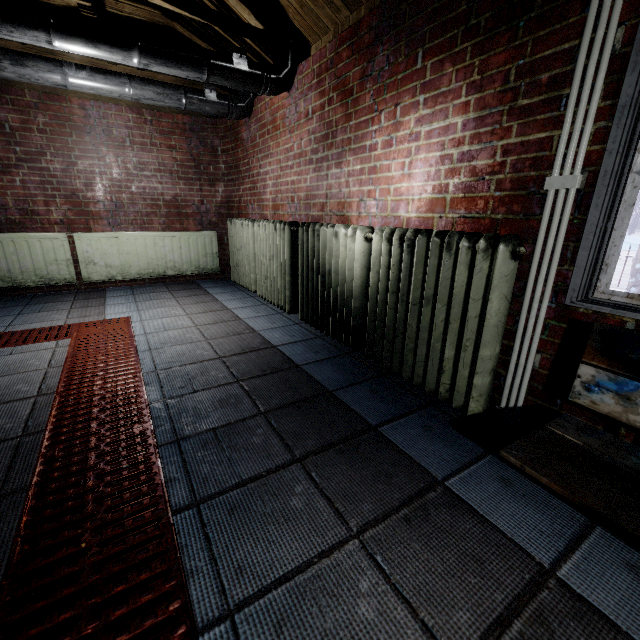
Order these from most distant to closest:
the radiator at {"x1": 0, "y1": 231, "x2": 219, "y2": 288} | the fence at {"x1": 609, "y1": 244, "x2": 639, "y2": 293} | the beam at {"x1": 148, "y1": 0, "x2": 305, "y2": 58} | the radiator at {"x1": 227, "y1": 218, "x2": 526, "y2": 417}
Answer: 1. the fence at {"x1": 609, "y1": 244, "x2": 639, "y2": 293}
2. the radiator at {"x1": 0, "y1": 231, "x2": 219, "y2": 288}
3. the beam at {"x1": 148, "y1": 0, "x2": 305, "y2": 58}
4. the radiator at {"x1": 227, "y1": 218, "x2": 526, "y2": 417}

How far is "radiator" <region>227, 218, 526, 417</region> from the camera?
1.4m

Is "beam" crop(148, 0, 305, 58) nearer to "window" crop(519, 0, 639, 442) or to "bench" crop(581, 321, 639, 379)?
"window" crop(519, 0, 639, 442)

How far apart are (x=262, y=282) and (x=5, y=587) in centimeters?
281cm

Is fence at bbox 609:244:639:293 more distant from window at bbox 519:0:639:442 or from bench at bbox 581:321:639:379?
bench at bbox 581:321:639:379

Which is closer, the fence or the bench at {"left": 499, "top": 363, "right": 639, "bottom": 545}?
the bench at {"left": 499, "top": 363, "right": 639, "bottom": 545}

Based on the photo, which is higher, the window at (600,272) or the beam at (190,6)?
the beam at (190,6)

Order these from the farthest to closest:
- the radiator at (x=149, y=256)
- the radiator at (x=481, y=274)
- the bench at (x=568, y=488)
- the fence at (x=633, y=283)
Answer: the fence at (x=633, y=283) < the radiator at (x=149, y=256) < the radiator at (x=481, y=274) < the bench at (x=568, y=488)
